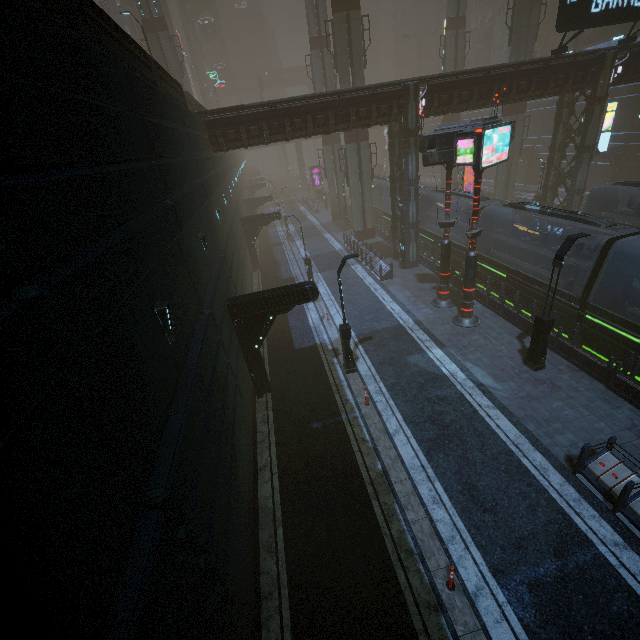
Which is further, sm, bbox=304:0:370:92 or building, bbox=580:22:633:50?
building, bbox=580:22:633:50

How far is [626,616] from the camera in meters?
6.9 m

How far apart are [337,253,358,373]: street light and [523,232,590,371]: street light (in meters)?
7.07

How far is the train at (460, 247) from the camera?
22.0 meters

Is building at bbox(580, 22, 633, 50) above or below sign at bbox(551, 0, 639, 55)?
above

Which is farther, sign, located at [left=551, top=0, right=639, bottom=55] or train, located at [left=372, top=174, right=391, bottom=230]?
train, located at [left=372, top=174, right=391, bottom=230]

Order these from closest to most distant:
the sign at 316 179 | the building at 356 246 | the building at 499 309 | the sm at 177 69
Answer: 1. the building at 499 309
2. the building at 356 246
3. the sm at 177 69
4. the sign at 316 179

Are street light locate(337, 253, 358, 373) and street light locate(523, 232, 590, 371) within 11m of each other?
yes
